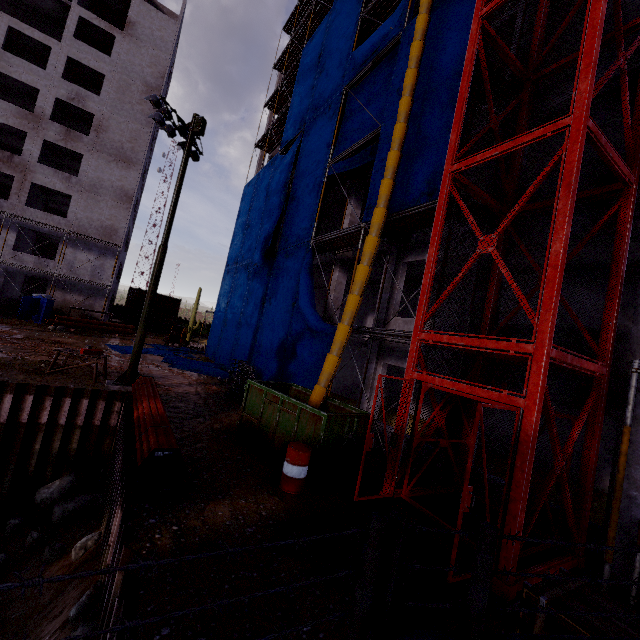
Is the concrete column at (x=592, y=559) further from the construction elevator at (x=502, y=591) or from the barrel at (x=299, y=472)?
the barrel at (x=299, y=472)

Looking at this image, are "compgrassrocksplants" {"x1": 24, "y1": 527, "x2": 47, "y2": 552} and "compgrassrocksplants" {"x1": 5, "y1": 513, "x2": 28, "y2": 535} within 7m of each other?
yes

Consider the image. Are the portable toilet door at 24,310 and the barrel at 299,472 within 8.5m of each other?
no

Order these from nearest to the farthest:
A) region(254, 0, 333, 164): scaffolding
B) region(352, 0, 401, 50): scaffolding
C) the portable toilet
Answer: region(352, 0, 401, 50): scaffolding < region(254, 0, 333, 164): scaffolding < the portable toilet

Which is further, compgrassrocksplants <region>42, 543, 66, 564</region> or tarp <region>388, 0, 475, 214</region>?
tarp <region>388, 0, 475, 214</region>

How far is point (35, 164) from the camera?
28.02m

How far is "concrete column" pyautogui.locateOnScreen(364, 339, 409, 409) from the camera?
11.6m

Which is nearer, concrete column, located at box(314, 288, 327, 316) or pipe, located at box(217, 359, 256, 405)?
pipe, located at box(217, 359, 256, 405)
